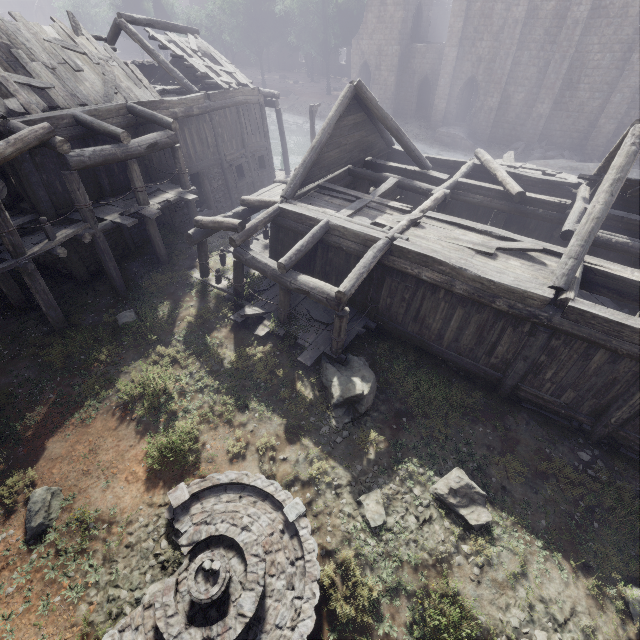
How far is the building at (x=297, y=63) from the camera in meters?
54.0 m

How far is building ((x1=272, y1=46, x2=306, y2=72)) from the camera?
54.0m

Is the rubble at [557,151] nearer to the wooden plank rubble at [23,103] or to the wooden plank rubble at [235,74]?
the wooden plank rubble at [235,74]

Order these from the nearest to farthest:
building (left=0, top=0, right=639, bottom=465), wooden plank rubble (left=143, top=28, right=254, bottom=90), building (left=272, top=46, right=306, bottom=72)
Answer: building (left=0, top=0, right=639, bottom=465) < wooden plank rubble (left=143, top=28, right=254, bottom=90) < building (left=272, top=46, right=306, bottom=72)

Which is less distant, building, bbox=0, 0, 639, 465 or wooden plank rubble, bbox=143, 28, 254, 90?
building, bbox=0, 0, 639, 465

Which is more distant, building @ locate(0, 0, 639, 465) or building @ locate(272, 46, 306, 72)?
building @ locate(272, 46, 306, 72)

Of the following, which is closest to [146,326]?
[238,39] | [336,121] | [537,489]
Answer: [336,121]

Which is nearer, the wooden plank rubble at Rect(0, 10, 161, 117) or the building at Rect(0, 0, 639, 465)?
the building at Rect(0, 0, 639, 465)
